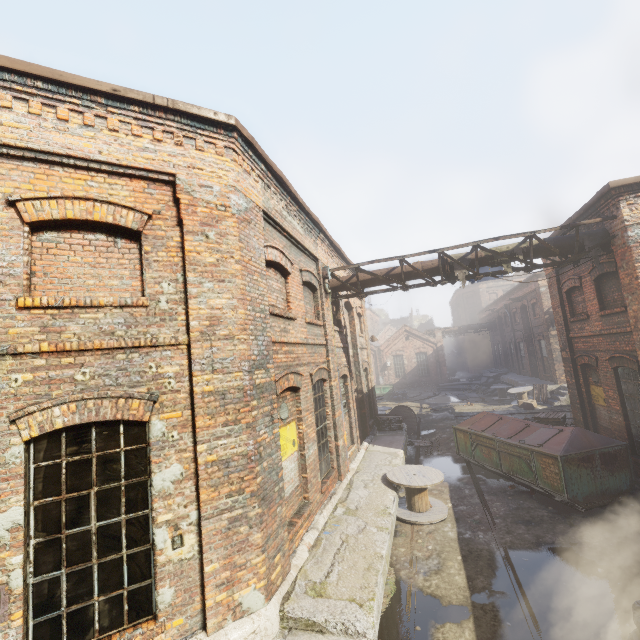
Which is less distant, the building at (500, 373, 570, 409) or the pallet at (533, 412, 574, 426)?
the pallet at (533, 412, 574, 426)

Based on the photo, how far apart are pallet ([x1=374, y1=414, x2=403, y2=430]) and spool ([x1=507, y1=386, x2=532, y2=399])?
10.9 meters

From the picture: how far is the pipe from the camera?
8.57m

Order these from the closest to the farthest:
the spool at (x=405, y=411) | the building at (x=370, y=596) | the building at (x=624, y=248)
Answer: the building at (x=370, y=596)
the building at (x=624, y=248)
the spool at (x=405, y=411)

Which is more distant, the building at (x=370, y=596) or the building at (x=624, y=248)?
the building at (x=624, y=248)

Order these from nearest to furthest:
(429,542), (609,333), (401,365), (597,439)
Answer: (429,542), (597,439), (609,333), (401,365)

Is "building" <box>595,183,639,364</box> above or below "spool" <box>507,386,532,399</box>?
above

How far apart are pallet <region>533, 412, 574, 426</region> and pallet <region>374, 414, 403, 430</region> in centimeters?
516cm
